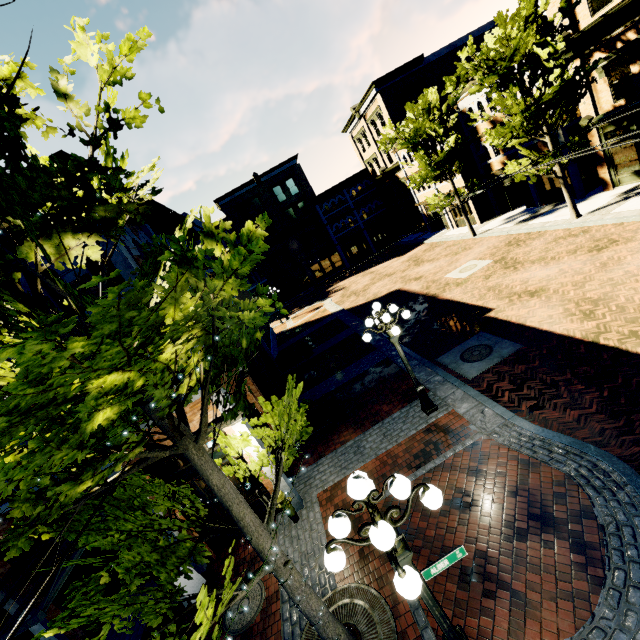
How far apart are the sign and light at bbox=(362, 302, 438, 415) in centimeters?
481cm

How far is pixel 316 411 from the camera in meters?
11.3

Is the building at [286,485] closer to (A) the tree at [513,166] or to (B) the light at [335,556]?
(A) the tree at [513,166]

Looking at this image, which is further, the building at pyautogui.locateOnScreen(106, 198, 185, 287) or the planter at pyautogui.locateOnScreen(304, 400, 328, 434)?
the planter at pyautogui.locateOnScreen(304, 400, 328, 434)

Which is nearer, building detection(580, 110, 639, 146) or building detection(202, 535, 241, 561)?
building detection(202, 535, 241, 561)

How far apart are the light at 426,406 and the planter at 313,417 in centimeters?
349cm

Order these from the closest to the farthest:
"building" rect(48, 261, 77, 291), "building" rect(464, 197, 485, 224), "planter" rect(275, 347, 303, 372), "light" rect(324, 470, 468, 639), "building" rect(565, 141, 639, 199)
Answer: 1. "light" rect(324, 470, 468, 639)
2. "building" rect(48, 261, 77, 291)
3. "building" rect(565, 141, 639, 199)
4. "planter" rect(275, 347, 303, 372)
5. "building" rect(464, 197, 485, 224)

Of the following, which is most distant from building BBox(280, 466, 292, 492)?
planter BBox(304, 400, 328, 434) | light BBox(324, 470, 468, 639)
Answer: planter BBox(304, 400, 328, 434)
